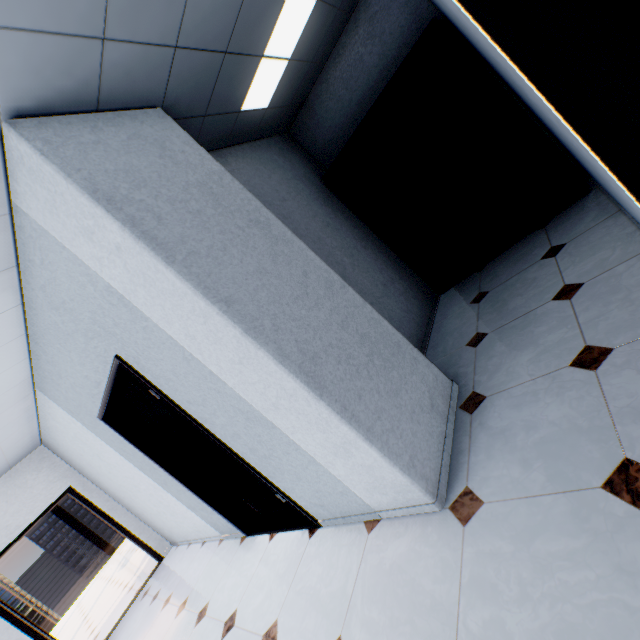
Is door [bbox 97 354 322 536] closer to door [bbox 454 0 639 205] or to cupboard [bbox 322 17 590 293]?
cupboard [bbox 322 17 590 293]

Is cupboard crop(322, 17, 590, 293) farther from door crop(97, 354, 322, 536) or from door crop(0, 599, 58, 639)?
door crop(0, 599, 58, 639)

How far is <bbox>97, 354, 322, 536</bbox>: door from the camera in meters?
2.5

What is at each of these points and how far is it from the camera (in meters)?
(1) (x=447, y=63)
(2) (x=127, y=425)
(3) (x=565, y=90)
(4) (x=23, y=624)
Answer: (1) cupboard, 3.00
(2) door, 3.50
(3) door, 0.52
(4) door, 4.62

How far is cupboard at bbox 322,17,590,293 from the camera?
3.1 meters

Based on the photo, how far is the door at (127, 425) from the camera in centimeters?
251cm

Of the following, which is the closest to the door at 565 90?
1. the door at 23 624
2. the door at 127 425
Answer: the door at 127 425
